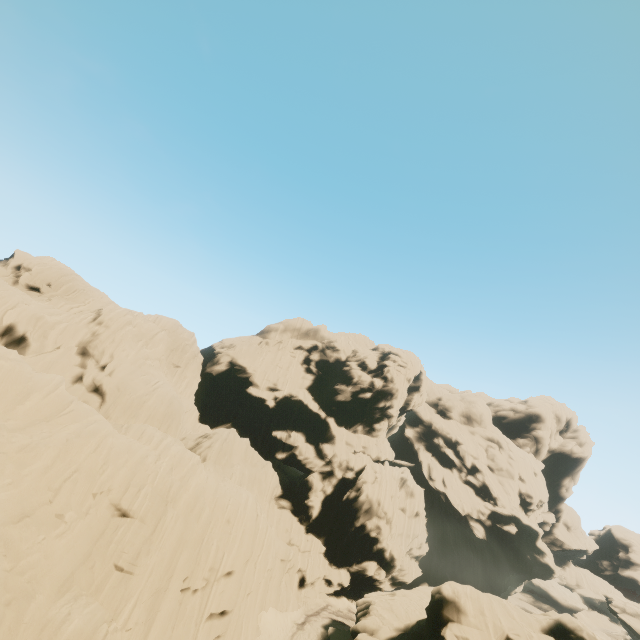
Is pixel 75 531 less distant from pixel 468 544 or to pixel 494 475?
pixel 468 544

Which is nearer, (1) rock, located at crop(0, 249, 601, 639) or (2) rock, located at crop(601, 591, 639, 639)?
(1) rock, located at crop(0, 249, 601, 639)

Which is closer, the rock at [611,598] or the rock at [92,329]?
the rock at [92,329]
